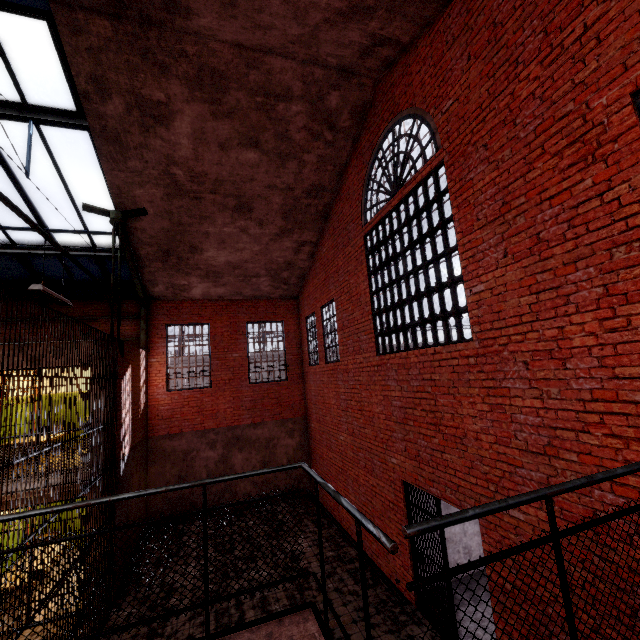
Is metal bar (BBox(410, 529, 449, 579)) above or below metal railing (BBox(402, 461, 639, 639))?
below

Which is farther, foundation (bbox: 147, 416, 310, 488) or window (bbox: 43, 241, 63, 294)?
foundation (bbox: 147, 416, 310, 488)

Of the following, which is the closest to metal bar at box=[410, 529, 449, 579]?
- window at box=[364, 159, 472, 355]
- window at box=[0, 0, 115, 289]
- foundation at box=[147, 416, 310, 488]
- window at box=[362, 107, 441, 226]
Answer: window at box=[364, 159, 472, 355]

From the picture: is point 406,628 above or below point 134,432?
below

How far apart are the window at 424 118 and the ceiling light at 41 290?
6.4m

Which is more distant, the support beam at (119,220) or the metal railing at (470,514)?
the support beam at (119,220)

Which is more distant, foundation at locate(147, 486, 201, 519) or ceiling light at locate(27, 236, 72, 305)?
foundation at locate(147, 486, 201, 519)

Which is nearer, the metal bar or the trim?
the metal bar
